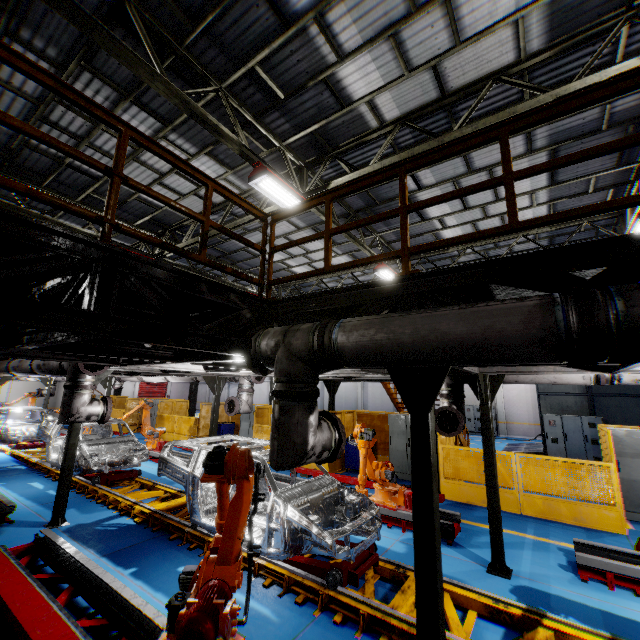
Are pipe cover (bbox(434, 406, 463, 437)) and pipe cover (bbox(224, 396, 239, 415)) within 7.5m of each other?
yes

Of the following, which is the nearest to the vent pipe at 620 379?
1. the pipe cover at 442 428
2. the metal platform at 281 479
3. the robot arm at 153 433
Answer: the pipe cover at 442 428

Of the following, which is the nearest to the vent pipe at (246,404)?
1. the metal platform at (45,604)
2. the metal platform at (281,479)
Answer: the metal platform at (281,479)

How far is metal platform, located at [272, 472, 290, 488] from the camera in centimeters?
915cm

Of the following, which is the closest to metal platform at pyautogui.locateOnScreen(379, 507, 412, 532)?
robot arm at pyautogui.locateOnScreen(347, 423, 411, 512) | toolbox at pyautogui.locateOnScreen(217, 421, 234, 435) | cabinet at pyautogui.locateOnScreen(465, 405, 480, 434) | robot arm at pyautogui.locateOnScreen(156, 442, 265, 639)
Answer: robot arm at pyautogui.locateOnScreen(347, 423, 411, 512)

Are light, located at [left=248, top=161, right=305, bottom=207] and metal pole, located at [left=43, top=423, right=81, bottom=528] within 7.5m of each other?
yes

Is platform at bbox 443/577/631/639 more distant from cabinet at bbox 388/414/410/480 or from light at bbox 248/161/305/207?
light at bbox 248/161/305/207

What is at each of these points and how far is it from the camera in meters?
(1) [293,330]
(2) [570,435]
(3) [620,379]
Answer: (1) vent pipe, 3.4
(2) cabinet, 14.1
(3) vent pipe, 5.3
